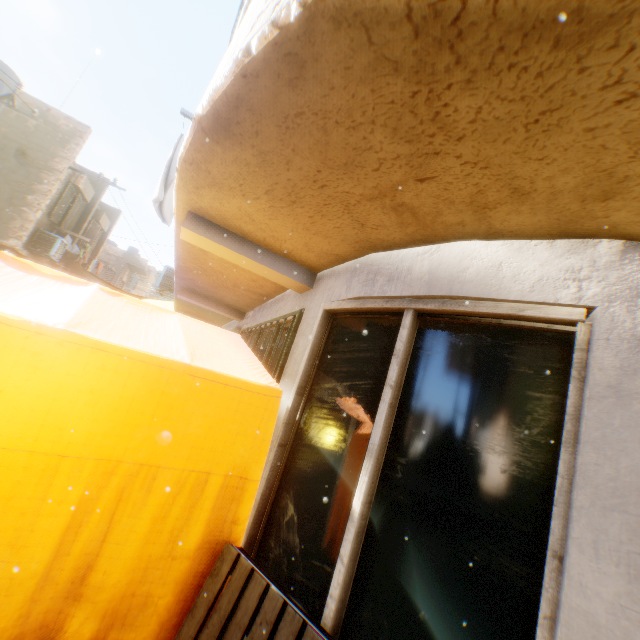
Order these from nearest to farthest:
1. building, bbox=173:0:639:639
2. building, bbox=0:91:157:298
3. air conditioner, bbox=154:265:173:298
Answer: building, bbox=173:0:639:639, air conditioner, bbox=154:265:173:298, building, bbox=0:91:157:298

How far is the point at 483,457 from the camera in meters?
1.7 m

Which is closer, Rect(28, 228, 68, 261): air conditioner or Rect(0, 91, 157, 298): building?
Rect(0, 91, 157, 298): building

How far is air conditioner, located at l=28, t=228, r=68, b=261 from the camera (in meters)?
11.27

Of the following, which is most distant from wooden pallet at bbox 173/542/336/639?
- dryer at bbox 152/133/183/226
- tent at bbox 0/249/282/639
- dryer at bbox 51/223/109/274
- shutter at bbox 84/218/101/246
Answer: shutter at bbox 84/218/101/246

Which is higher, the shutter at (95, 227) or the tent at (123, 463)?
the shutter at (95, 227)

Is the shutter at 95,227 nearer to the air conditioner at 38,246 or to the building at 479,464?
the building at 479,464

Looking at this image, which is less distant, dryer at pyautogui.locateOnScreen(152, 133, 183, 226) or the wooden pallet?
the wooden pallet
